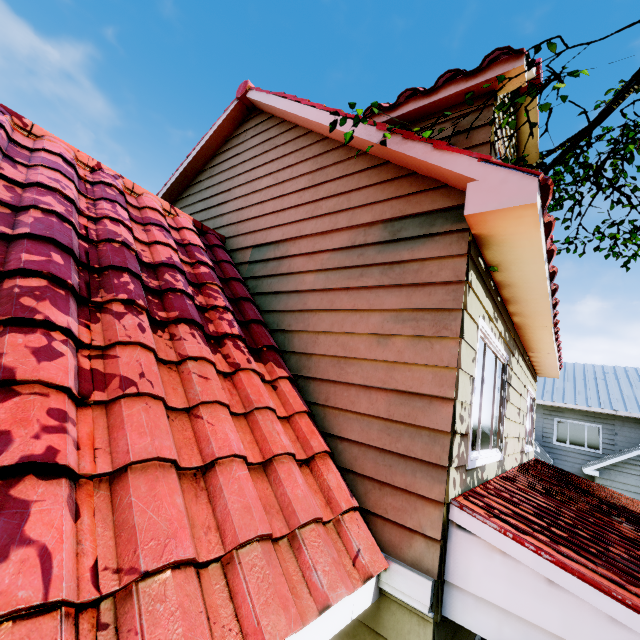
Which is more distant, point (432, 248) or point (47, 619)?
point (432, 248)
